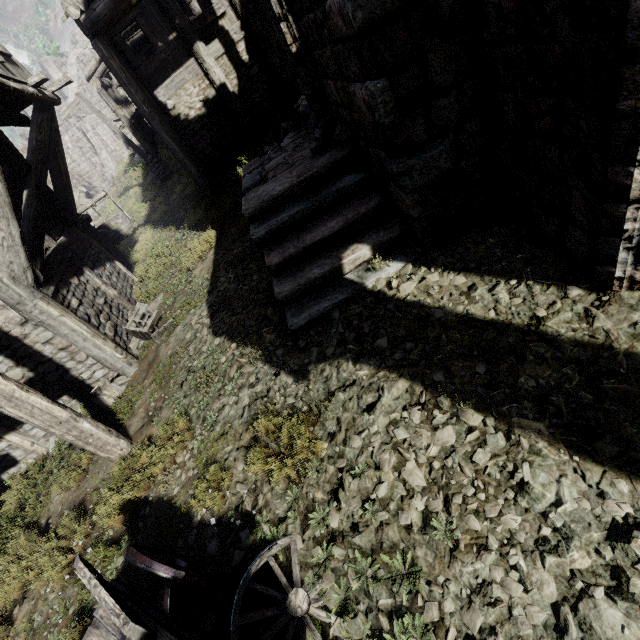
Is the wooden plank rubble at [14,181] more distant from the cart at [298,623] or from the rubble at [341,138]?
the cart at [298,623]

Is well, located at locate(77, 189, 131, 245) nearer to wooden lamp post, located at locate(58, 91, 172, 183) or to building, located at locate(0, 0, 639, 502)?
wooden lamp post, located at locate(58, 91, 172, 183)

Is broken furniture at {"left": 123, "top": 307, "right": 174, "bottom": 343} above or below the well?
below

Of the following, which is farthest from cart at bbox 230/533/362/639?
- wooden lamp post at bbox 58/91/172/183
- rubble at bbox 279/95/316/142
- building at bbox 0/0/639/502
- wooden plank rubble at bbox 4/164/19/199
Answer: wooden lamp post at bbox 58/91/172/183

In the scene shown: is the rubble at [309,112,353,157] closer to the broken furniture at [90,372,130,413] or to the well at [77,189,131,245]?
the broken furniture at [90,372,130,413]

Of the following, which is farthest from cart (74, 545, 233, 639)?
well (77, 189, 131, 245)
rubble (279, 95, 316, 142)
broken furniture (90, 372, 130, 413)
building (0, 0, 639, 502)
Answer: well (77, 189, 131, 245)

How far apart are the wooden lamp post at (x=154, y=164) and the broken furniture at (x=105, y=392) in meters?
13.7 m

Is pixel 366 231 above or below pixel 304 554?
above
